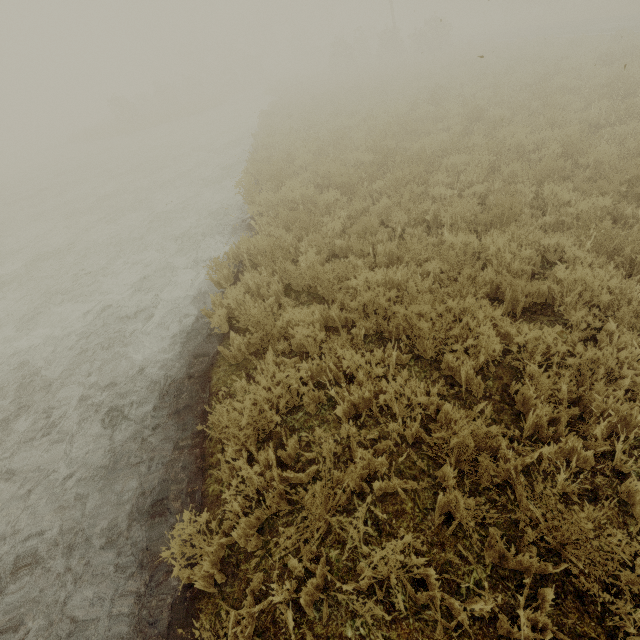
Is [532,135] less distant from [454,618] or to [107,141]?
[454,618]

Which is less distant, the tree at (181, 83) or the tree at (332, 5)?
the tree at (181, 83)

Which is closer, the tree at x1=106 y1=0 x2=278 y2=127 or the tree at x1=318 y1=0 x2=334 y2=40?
the tree at x1=106 y1=0 x2=278 y2=127
